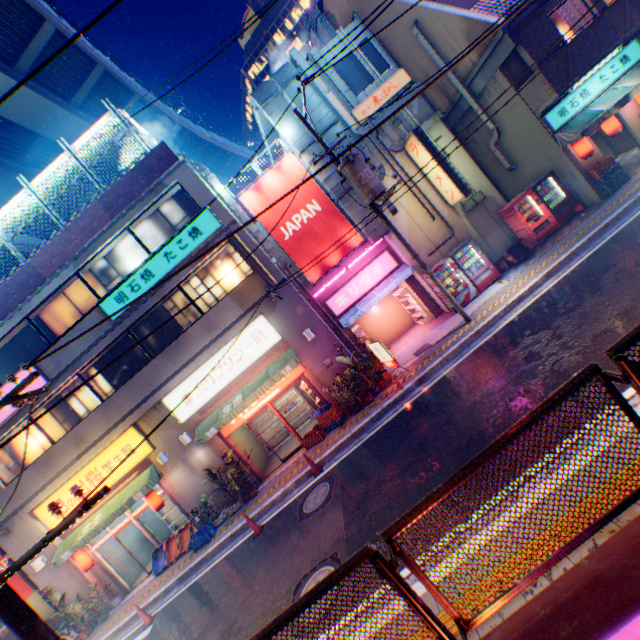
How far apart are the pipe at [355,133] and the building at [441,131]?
0.0m

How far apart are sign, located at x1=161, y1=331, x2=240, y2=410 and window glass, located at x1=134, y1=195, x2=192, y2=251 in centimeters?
430cm

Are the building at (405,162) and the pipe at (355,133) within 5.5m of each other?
yes

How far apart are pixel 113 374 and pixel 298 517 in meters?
9.8 m

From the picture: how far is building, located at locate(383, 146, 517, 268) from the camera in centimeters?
1422cm

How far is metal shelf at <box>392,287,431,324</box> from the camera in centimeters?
1556cm

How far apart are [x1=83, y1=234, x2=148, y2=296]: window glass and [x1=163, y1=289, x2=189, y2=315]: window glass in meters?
1.3 m

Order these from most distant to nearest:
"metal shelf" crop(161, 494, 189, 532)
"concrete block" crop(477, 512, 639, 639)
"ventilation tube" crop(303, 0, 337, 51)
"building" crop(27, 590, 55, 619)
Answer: "ventilation tube" crop(303, 0, 337, 51), "building" crop(27, 590, 55, 619), "metal shelf" crop(161, 494, 189, 532), "concrete block" crop(477, 512, 639, 639)
